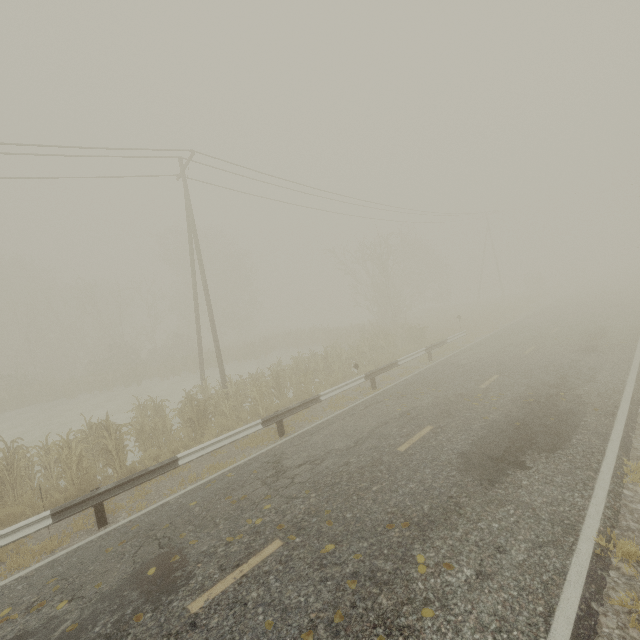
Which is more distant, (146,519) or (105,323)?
(105,323)
